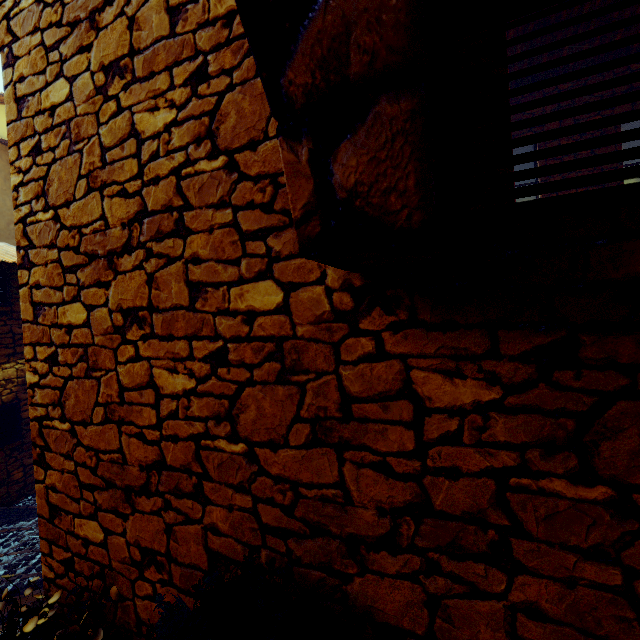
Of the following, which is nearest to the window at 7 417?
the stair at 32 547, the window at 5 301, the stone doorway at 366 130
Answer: the stair at 32 547

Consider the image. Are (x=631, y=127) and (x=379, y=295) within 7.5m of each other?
no

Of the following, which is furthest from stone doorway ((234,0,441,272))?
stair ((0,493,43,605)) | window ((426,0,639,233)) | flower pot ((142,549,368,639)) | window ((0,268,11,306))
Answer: window ((0,268,11,306))

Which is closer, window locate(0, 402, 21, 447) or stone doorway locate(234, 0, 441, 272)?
stone doorway locate(234, 0, 441, 272)

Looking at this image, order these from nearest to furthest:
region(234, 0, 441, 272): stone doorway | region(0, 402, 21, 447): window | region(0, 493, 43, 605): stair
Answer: region(234, 0, 441, 272): stone doorway → region(0, 493, 43, 605): stair → region(0, 402, 21, 447): window

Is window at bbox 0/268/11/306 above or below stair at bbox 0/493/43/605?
above

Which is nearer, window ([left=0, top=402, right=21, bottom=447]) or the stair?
the stair

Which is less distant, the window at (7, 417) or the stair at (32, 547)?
the stair at (32, 547)
